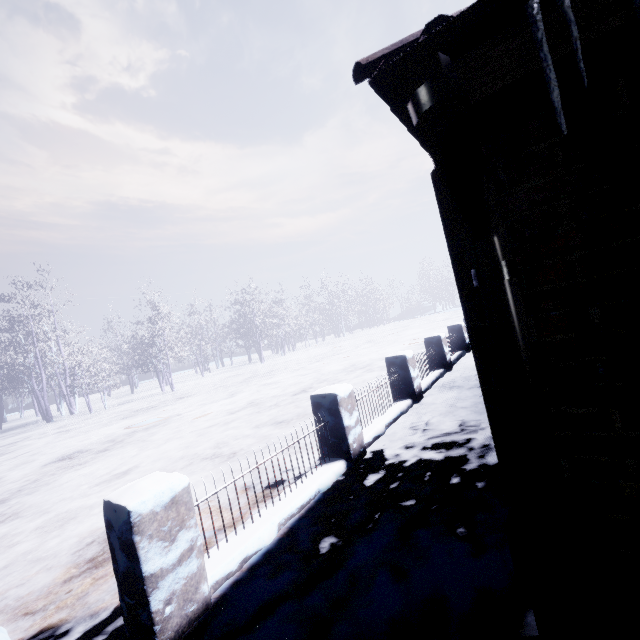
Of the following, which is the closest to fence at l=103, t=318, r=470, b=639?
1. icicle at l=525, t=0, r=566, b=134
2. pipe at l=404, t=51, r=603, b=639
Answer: pipe at l=404, t=51, r=603, b=639

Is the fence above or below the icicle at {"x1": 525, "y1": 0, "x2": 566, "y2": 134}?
below

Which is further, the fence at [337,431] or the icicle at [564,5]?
the fence at [337,431]

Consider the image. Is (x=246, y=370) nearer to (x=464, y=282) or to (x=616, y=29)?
(x=464, y=282)

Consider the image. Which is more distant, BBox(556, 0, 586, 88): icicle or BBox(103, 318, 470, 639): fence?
BBox(103, 318, 470, 639): fence

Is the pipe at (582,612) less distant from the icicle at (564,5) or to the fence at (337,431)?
the icicle at (564,5)
